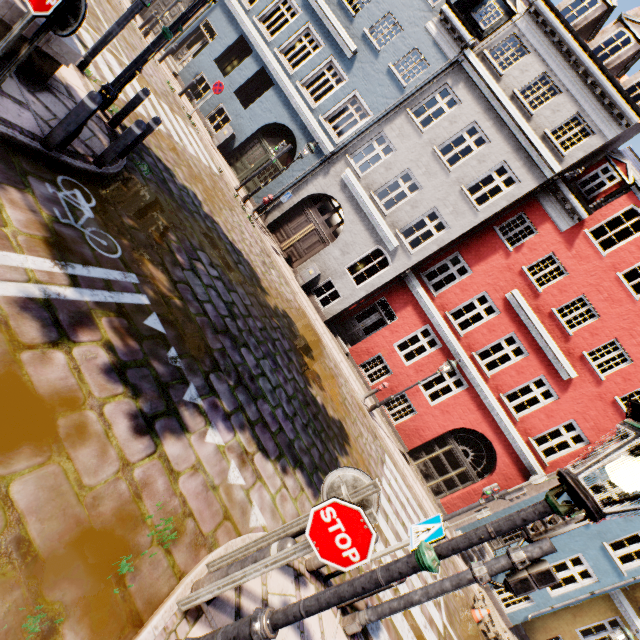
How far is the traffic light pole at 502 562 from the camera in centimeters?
393cm

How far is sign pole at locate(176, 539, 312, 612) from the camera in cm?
251

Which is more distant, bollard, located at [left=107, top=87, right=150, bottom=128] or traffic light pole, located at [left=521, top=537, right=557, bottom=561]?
bollard, located at [left=107, top=87, right=150, bottom=128]

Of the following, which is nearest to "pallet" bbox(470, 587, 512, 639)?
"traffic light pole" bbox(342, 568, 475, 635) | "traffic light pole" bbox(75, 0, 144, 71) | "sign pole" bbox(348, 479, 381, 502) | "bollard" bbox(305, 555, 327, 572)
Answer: "traffic light pole" bbox(342, 568, 475, 635)

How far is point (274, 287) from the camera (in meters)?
11.05

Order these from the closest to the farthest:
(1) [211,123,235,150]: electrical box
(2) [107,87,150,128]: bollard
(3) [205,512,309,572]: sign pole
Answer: (3) [205,512,309,572]: sign pole → (2) [107,87,150,128]: bollard → (1) [211,123,235,150]: electrical box

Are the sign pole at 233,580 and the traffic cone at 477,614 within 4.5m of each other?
no

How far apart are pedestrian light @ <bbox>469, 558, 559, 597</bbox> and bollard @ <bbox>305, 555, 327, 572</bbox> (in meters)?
1.18
